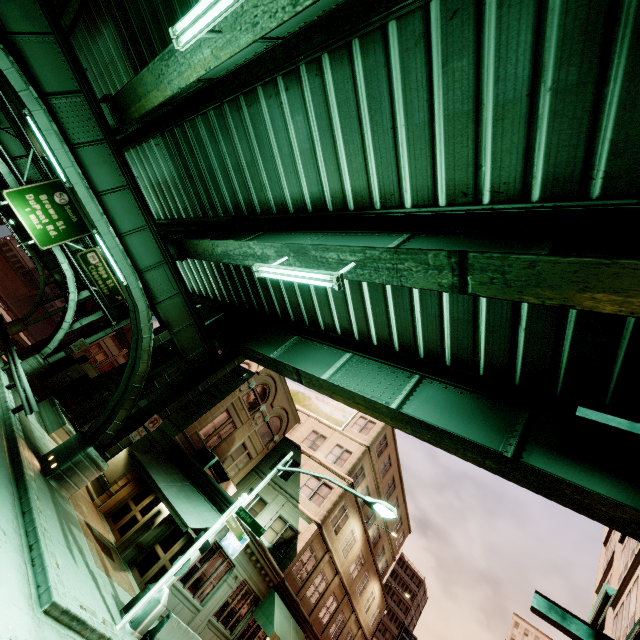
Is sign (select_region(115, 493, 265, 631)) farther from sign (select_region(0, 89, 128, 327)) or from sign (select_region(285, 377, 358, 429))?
sign (select_region(0, 89, 128, 327))

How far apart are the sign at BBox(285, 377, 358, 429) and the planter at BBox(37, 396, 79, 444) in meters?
16.5 m

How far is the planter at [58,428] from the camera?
19.17m

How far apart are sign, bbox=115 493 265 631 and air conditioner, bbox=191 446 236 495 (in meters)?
7.43

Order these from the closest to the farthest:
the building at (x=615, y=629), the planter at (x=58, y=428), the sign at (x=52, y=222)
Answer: the building at (x=615, y=629) → the planter at (x=58, y=428) → the sign at (x=52, y=222)

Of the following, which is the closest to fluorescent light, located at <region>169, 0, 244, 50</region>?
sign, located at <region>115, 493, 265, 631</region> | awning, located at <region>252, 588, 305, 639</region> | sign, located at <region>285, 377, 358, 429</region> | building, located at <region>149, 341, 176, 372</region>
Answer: sign, located at <region>115, 493, 265, 631</region>

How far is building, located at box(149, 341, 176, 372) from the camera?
28.0 meters

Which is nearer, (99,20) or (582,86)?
(582,86)
